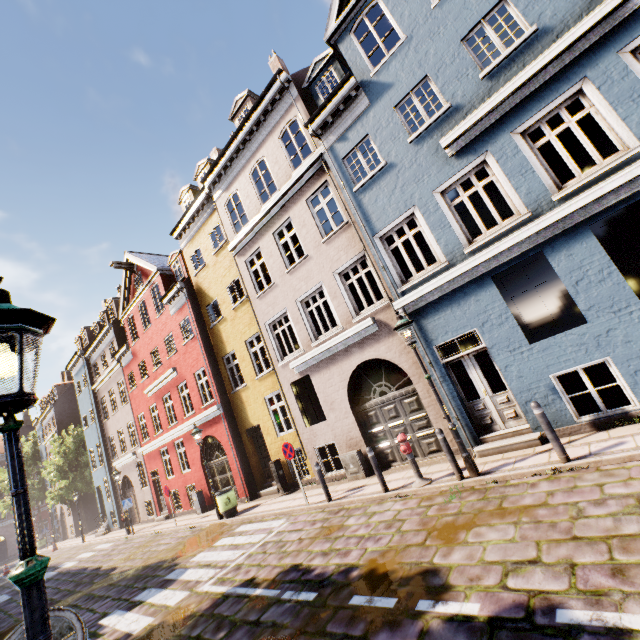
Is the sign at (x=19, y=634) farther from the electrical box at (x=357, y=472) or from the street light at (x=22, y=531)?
the electrical box at (x=357, y=472)

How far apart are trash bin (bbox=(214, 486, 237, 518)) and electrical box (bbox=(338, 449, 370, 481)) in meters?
5.1 m

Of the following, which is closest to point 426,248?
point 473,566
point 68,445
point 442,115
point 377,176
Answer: point 377,176

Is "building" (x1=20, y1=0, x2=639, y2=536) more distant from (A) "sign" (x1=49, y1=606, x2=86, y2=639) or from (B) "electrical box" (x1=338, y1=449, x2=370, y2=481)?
(A) "sign" (x1=49, y1=606, x2=86, y2=639)

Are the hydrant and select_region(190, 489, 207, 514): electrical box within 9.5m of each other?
no

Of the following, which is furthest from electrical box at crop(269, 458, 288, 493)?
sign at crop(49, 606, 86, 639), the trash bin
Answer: sign at crop(49, 606, 86, 639)

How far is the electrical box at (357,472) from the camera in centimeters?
1022cm

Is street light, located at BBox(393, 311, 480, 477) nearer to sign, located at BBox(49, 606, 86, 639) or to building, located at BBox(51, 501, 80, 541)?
building, located at BBox(51, 501, 80, 541)
